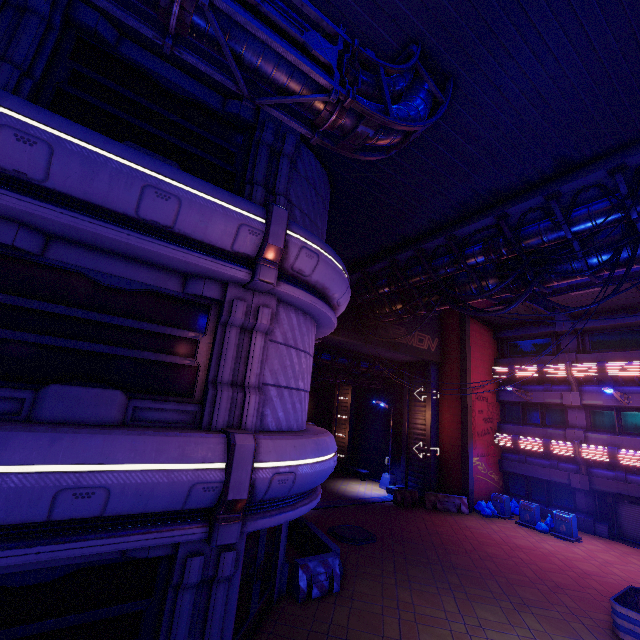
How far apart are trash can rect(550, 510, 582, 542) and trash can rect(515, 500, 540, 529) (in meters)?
0.46

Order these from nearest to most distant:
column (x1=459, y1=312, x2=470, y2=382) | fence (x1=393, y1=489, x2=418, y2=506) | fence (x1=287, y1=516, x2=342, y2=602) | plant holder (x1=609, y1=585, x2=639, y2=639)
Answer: plant holder (x1=609, y1=585, x2=639, y2=639)
fence (x1=287, y1=516, x2=342, y2=602)
fence (x1=393, y1=489, x2=418, y2=506)
column (x1=459, y1=312, x2=470, y2=382)

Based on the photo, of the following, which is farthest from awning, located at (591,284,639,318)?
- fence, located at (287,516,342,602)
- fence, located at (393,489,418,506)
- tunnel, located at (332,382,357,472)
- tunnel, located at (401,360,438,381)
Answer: fence, located at (287,516,342,602)

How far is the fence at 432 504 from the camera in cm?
1917

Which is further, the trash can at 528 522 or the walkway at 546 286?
the trash can at 528 522

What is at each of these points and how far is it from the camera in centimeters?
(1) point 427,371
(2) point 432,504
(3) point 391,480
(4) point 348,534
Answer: (1) tunnel, 2328cm
(2) fence, 1934cm
(3) street light, 2320cm
(4) manhole, 1392cm

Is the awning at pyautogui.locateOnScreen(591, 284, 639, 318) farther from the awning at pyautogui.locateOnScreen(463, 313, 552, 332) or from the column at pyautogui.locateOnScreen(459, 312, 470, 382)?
the column at pyautogui.locateOnScreen(459, 312, 470, 382)

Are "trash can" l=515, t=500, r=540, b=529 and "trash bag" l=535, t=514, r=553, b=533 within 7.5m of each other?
yes
